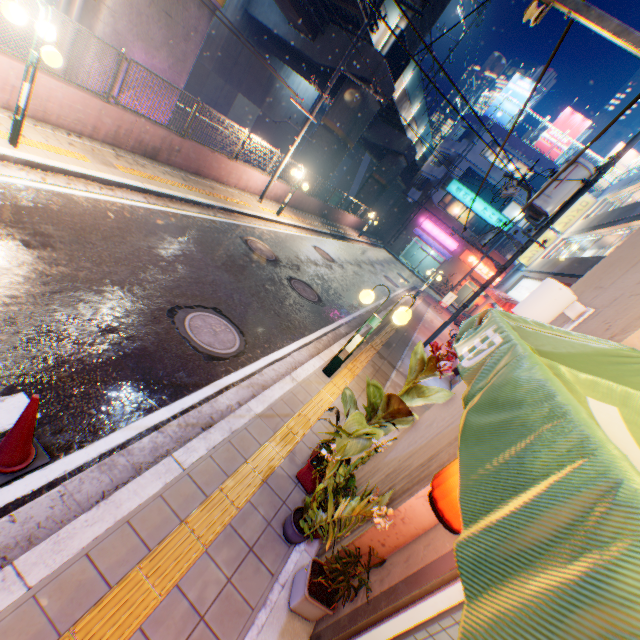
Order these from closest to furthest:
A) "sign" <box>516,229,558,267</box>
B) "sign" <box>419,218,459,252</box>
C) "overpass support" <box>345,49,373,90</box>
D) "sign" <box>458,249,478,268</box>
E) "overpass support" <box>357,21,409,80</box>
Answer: "overpass support" <box>357,21,409,80</box> → "overpass support" <box>345,49,373,90</box> → "sign" <box>516,229,558,267</box> → "sign" <box>458,249,478,268</box> → "sign" <box>419,218,459,252</box>

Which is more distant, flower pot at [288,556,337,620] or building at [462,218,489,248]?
building at [462,218,489,248]

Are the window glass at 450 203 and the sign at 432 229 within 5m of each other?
Answer: yes

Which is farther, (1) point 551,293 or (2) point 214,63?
(2) point 214,63

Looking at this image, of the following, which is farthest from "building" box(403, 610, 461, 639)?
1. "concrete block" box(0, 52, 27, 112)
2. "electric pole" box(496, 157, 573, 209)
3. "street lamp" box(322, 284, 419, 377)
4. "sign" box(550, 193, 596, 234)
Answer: "sign" box(550, 193, 596, 234)

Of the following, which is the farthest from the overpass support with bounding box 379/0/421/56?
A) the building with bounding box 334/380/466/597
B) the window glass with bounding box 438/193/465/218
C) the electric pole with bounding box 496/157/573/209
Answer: the building with bounding box 334/380/466/597

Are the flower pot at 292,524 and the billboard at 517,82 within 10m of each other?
no

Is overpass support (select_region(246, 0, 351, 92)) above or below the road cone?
above
